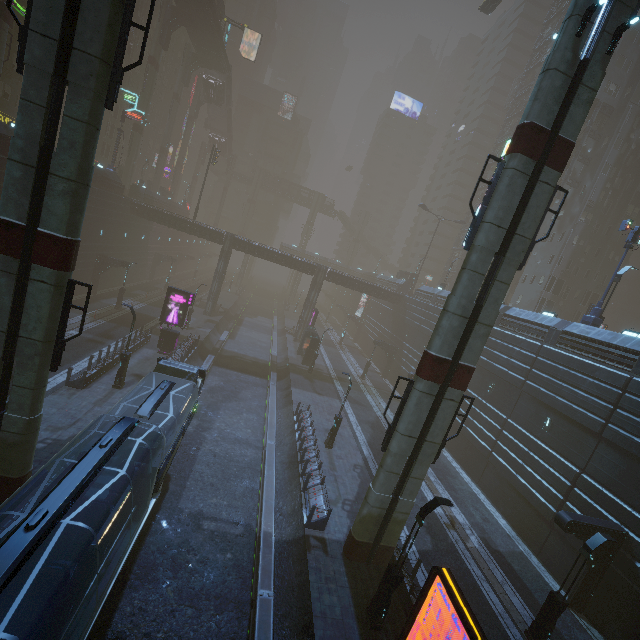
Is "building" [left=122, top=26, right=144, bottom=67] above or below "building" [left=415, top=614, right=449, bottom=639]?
above

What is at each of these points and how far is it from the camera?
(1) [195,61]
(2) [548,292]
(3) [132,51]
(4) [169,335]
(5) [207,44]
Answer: (1) building structure, 53.94m
(2) building, 42.38m
(3) building, 47.91m
(4) sign, 28.33m
(5) bridge, 49.75m

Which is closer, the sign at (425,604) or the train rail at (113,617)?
the sign at (425,604)

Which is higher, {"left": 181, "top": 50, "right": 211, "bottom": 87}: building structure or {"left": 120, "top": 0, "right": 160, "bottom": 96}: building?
{"left": 181, "top": 50, "right": 211, "bottom": 87}: building structure

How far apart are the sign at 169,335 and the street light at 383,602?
23.5 meters

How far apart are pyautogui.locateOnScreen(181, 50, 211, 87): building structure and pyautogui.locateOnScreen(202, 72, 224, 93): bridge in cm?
356

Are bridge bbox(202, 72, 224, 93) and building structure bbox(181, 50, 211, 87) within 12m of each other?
yes

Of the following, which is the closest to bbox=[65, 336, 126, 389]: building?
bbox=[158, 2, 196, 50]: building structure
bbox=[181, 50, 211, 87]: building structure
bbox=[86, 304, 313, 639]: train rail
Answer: bbox=[86, 304, 313, 639]: train rail
